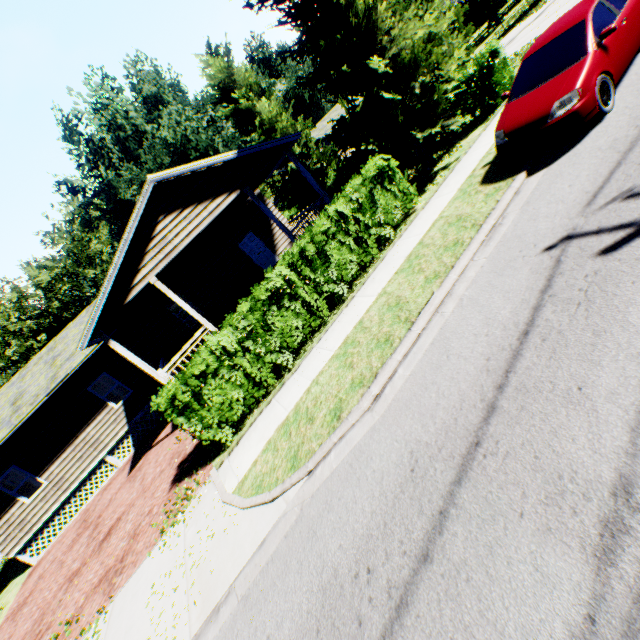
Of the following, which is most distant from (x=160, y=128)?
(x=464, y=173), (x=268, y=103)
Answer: (x=464, y=173)

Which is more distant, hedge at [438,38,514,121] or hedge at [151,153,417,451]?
hedge at [438,38,514,121]

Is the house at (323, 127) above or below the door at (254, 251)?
above

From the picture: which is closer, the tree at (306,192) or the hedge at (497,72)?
the hedge at (497,72)

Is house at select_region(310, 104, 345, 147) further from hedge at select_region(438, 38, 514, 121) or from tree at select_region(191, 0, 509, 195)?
hedge at select_region(438, 38, 514, 121)

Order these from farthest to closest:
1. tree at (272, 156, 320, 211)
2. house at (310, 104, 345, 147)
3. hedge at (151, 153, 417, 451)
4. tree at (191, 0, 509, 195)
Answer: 1. house at (310, 104, 345, 147)
2. tree at (272, 156, 320, 211)
3. tree at (191, 0, 509, 195)
4. hedge at (151, 153, 417, 451)

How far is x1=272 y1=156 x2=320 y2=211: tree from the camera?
20.7m

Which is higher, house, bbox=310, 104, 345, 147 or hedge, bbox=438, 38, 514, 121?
house, bbox=310, 104, 345, 147
